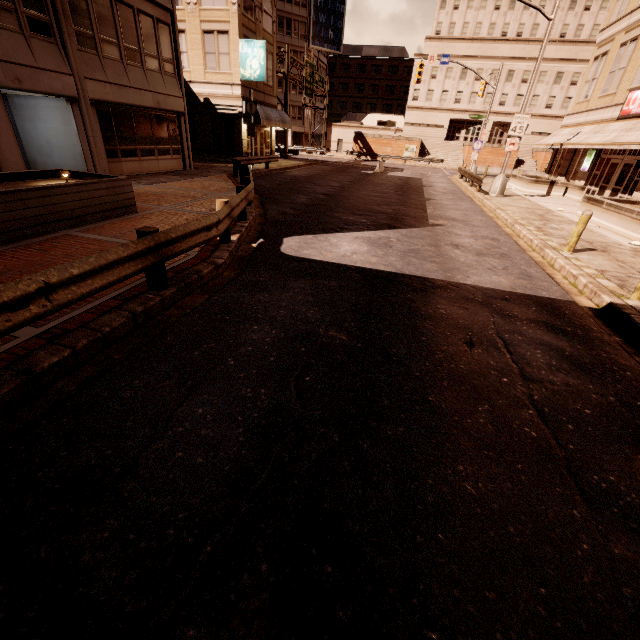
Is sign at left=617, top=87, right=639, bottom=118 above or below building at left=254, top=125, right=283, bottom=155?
above

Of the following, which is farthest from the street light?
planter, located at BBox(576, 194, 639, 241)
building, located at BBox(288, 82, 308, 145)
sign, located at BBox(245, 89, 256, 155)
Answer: building, located at BBox(288, 82, 308, 145)

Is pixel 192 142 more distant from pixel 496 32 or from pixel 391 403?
pixel 496 32

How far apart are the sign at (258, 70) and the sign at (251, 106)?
3.5m

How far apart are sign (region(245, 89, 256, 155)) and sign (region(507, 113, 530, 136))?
15.6m

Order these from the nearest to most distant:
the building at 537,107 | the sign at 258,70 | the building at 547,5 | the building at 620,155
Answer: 1. the building at 620,155
2. the building at 537,107
3. the sign at 258,70
4. the building at 547,5

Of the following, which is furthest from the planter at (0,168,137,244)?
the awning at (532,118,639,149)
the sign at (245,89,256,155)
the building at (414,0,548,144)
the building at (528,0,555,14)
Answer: the building at (528,0,555,14)

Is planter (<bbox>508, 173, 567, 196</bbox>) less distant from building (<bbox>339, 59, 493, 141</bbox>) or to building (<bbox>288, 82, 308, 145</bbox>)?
building (<bbox>339, 59, 493, 141</bbox>)
